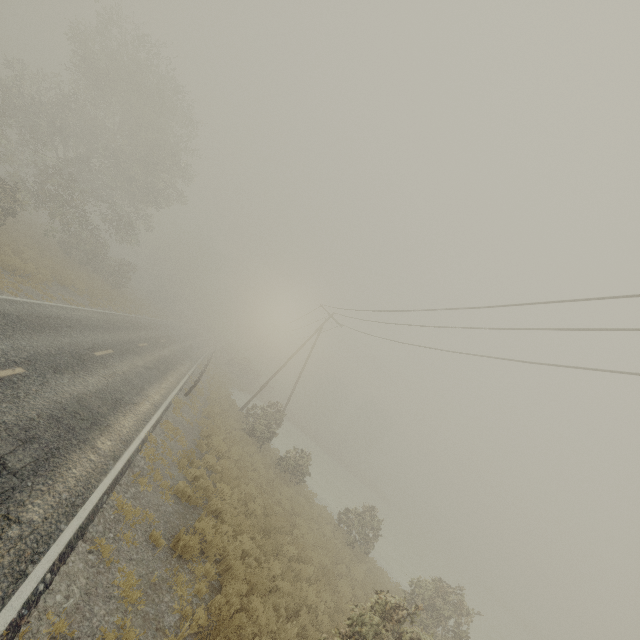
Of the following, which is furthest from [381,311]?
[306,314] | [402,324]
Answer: [306,314]
